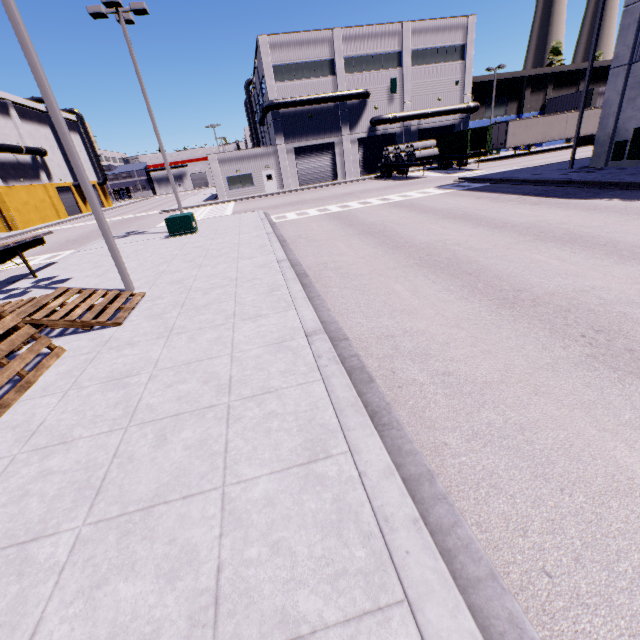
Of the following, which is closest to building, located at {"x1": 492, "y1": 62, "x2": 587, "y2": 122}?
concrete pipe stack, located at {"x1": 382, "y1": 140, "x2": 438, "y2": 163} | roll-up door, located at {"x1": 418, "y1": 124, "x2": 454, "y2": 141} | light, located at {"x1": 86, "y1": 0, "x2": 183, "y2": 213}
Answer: roll-up door, located at {"x1": 418, "y1": 124, "x2": 454, "y2": 141}

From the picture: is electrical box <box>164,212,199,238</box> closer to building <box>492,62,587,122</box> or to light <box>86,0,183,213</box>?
light <box>86,0,183,213</box>

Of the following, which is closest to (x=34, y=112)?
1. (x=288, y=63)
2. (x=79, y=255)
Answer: (x=288, y=63)

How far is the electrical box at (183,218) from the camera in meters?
16.8 m

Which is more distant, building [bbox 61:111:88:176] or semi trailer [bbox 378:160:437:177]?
building [bbox 61:111:88:176]

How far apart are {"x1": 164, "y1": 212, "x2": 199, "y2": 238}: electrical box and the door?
23.36m

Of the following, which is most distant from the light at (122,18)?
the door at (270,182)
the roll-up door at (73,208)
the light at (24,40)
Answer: the roll-up door at (73,208)
